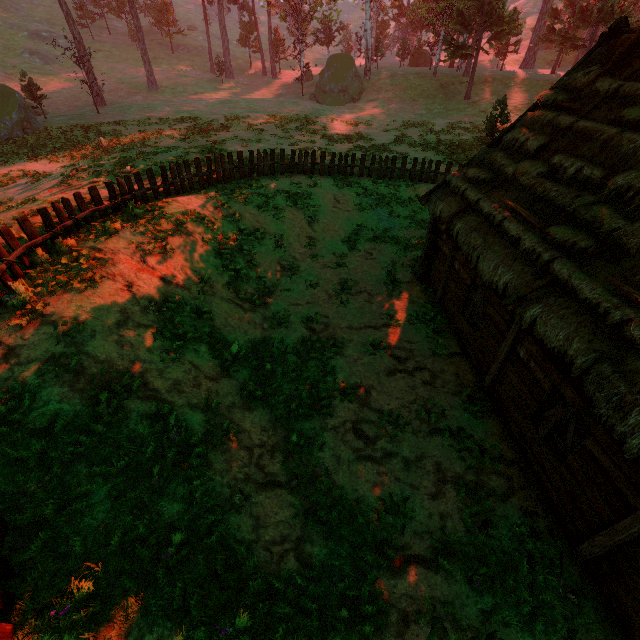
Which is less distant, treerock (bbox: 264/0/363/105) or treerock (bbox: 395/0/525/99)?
treerock (bbox: 395/0/525/99)

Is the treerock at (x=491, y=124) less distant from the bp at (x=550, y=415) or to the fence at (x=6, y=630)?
the fence at (x=6, y=630)

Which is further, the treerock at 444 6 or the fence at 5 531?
the treerock at 444 6

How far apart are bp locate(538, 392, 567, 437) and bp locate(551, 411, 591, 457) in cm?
20

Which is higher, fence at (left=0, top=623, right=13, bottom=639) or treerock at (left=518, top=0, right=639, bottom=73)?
treerock at (left=518, top=0, right=639, bottom=73)

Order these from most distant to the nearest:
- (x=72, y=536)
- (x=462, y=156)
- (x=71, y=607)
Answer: (x=462, y=156), (x=72, y=536), (x=71, y=607)

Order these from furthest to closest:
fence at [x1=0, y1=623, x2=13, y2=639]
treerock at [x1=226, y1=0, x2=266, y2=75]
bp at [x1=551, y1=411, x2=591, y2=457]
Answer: treerock at [x1=226, y1=0, x2=266, y2=75]
bp at [x1=551, y1=411, x2=591, y2=457]
fence at [x1=0, y1=623, x2=13, y2=639]

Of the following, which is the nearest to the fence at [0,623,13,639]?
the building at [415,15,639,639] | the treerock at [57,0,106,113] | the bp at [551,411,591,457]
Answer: the building at [415,15,639,639]
